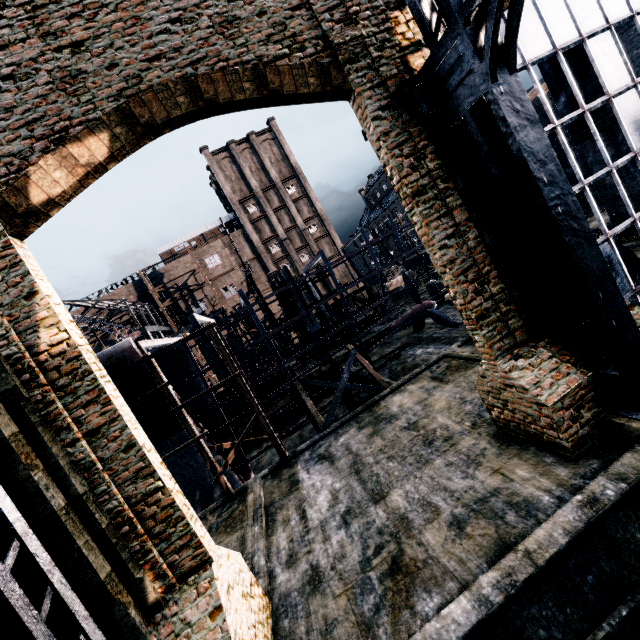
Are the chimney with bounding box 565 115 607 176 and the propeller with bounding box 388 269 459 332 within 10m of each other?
no

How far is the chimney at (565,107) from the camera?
18.1 meters

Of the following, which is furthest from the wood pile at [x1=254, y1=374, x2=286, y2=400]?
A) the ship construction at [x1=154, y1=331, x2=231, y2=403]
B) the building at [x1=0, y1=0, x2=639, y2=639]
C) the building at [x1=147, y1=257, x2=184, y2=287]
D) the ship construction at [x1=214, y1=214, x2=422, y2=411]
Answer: the building at [x1=147, y1=257, x2=184, y2=287]

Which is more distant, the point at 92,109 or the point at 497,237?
the point at 497,237

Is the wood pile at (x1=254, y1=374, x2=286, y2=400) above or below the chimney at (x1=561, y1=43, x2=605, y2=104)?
below

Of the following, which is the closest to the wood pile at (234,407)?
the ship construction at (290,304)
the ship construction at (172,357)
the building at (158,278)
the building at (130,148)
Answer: the ship construction at (290,304)

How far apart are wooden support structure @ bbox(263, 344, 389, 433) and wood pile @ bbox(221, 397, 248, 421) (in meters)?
9.26

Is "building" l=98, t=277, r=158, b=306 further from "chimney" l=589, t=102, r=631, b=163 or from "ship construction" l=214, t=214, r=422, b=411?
"chimney" l=589, t=102, r=631, b=163
